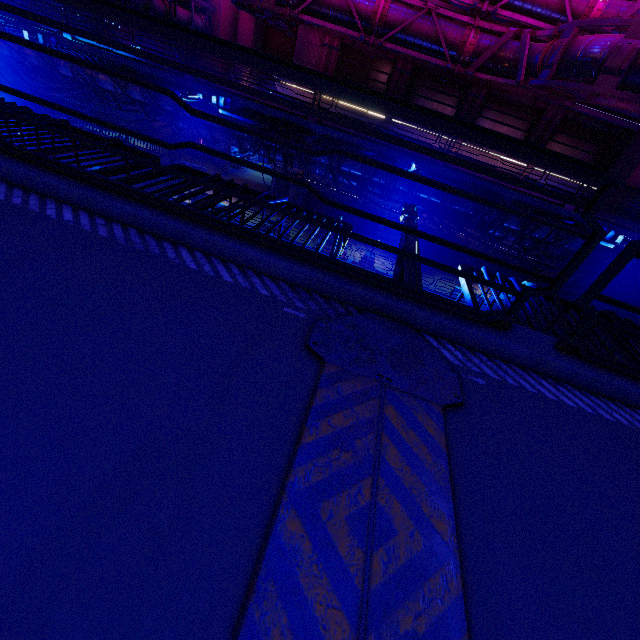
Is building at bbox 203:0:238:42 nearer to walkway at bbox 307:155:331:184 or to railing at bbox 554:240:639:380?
walkway at bbox 307:155:331:184

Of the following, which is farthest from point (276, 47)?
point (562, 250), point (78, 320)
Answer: point (78, 320)

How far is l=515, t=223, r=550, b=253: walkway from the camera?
13.3 meters

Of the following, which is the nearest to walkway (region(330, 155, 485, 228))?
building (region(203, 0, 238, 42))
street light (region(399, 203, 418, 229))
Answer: building (region(203, 0, 238, 42))

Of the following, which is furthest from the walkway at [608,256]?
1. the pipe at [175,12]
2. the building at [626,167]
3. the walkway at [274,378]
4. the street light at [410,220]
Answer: the walkway at [274,378]

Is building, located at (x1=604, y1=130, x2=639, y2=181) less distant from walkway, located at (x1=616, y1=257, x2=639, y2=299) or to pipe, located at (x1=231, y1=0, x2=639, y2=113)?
pipe, located at (x1=231, y1=0, x2=639, y2=113)

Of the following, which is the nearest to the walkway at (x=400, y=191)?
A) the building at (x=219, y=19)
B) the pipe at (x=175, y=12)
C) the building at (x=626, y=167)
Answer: the building at (x=219, y=19)

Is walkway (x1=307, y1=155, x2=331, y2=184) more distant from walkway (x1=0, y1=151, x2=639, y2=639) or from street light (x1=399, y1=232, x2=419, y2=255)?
walkway (x1=0, y1=151, x2=639, y2=639)
